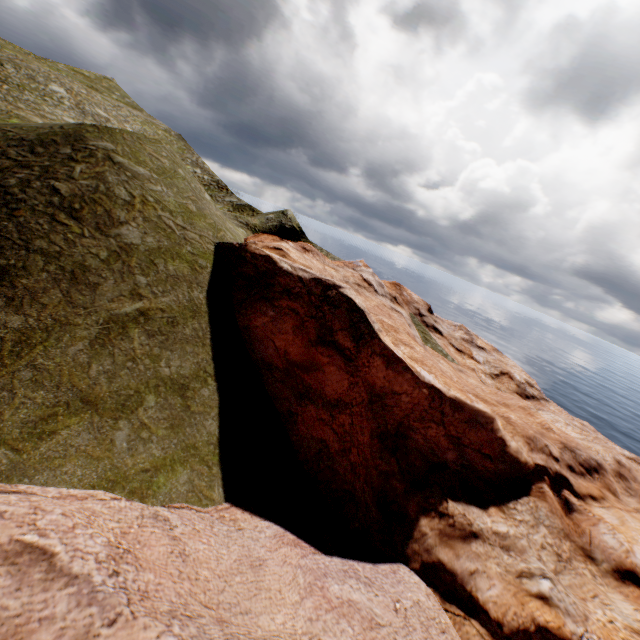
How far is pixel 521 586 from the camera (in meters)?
15.11
